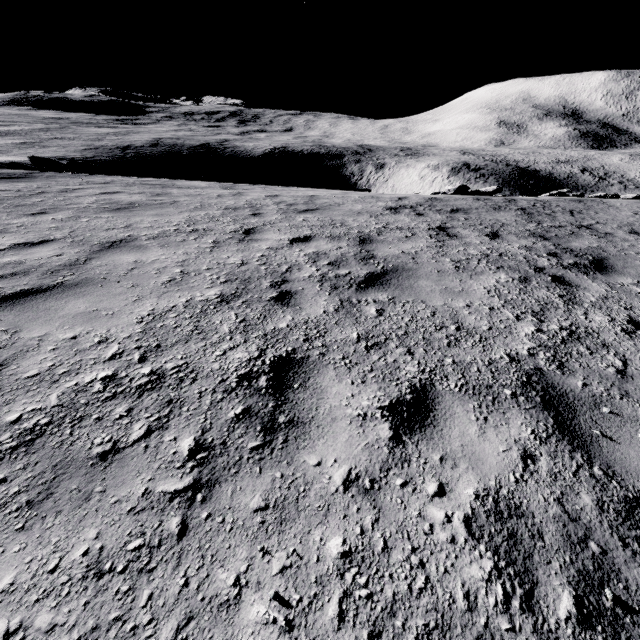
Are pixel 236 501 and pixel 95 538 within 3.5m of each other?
yes

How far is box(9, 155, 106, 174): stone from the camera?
13.27m

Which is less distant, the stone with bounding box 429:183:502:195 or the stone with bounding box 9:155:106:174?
the stone with bounding box 9:155:106:174

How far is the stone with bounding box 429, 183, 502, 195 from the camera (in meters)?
15.05

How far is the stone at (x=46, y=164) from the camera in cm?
1327

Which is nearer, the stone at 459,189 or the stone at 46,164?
the stone at 46,164
